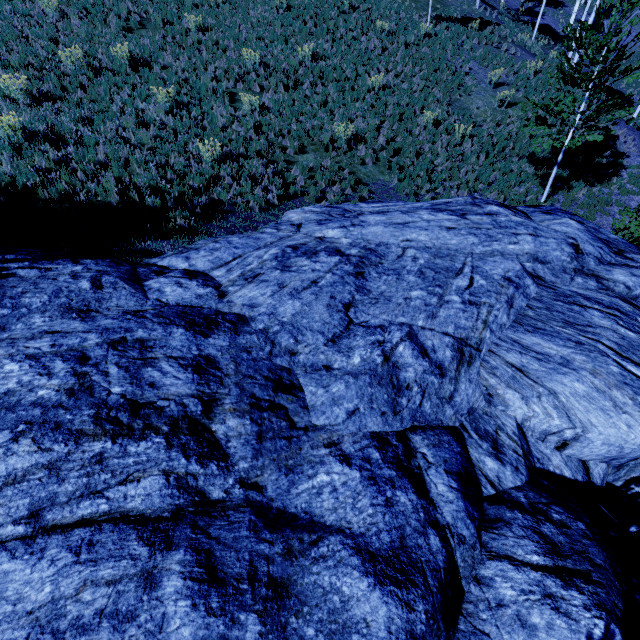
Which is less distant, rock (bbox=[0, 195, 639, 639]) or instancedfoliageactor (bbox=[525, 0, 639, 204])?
rock (bbox=[0, 195, 639, 639])

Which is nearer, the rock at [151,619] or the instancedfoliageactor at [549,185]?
the rock at [151,619]

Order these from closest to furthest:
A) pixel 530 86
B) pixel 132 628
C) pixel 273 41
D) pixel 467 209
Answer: pixel 132 628
pixel 467 209
pixel 273 41
pixel 530 86
